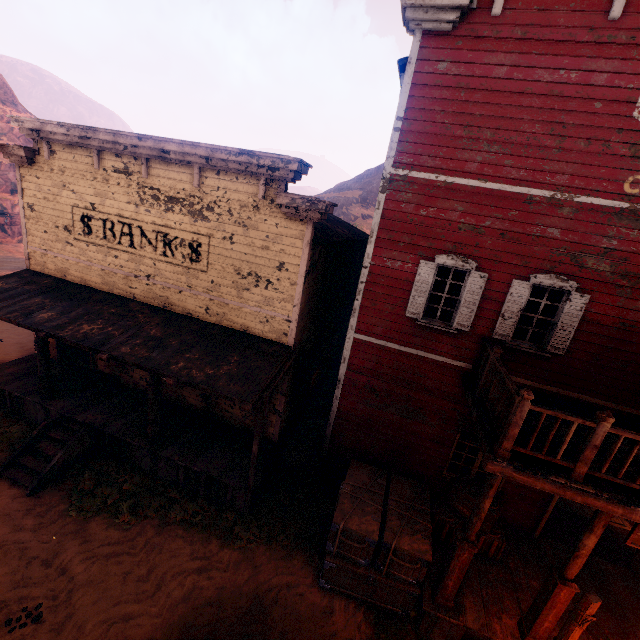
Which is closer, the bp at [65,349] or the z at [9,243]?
A: the bp at [65,349]

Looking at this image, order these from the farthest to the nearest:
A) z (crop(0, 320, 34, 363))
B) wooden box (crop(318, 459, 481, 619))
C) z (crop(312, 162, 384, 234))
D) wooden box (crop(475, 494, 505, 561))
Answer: z (crop(312, 162, 384, 234))
z (crop(0, 320, 34, 363))
wooden box (crop(475, 494, 505, 561))
wooden box (crop(318, 459, 481, 619))

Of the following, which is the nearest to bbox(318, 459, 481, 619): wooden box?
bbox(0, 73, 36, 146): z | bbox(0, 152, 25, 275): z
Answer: bbox(0, 152, 25, 275): z

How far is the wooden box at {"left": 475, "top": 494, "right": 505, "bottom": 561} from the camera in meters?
7.3 m

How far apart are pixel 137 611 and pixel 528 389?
8.2 meters

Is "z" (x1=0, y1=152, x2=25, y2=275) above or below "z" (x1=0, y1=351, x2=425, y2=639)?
above

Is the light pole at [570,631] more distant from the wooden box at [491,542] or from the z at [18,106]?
the z at [18,106]

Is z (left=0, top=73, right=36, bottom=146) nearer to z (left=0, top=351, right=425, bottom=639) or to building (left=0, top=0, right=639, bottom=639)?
z (left=0, top=351, right=425, bottom=639)
